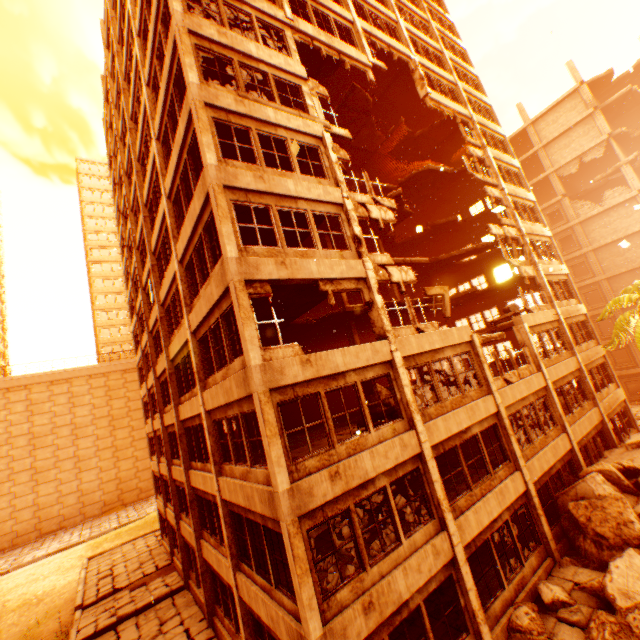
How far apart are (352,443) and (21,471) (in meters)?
46.90

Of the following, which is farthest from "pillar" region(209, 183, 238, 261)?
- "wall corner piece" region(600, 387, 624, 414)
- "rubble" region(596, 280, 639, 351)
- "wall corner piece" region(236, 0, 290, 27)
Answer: "wall corner piece" region(600, 387, 624, 414)

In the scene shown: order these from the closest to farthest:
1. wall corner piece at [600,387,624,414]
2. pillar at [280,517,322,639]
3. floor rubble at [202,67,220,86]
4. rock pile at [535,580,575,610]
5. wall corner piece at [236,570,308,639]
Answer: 1. pillar at [280,517,322,639]
2. wall corner piece at [236,570,308,639]
3. rock pile at [535,580,575,610]
4. floor rubble at [202,67,220,86]
5. wall corner piece at [600,387,624,414]

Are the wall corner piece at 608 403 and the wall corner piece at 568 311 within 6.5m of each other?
yes

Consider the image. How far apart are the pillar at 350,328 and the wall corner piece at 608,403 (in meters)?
13.62

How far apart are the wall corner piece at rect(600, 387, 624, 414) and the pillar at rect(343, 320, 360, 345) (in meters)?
13.62

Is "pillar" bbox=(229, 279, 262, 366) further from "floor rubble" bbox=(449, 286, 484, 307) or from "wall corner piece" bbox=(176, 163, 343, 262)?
"floor rubble" bbox=(449, 286, 484, 307)

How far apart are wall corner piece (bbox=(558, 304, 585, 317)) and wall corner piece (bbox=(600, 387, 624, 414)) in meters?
5.2
